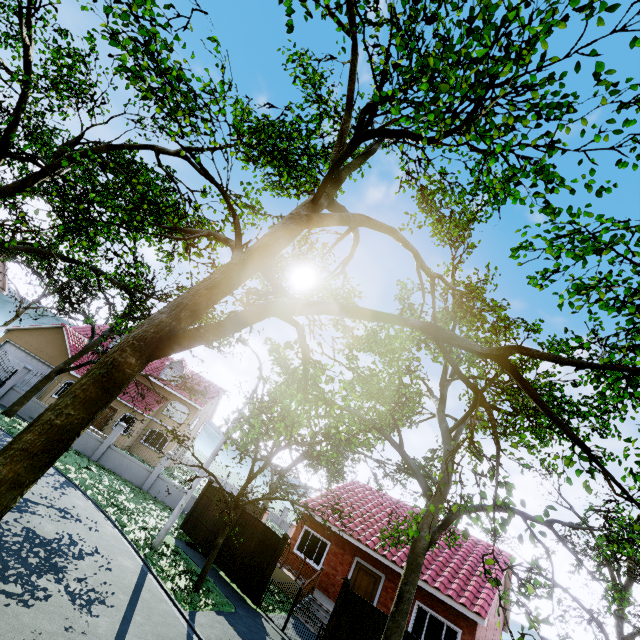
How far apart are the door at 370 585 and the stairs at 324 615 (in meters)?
1.93

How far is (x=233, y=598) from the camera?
12.3m

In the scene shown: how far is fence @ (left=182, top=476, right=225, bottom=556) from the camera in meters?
15.3

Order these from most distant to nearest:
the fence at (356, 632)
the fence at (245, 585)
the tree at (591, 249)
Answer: the fence at (245, 585)
the fence at (356, 632)
the tree at (591, 249)

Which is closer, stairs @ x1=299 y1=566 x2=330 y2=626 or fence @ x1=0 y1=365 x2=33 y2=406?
stairs @ x1=299 y1=566 x2=330 y2=626

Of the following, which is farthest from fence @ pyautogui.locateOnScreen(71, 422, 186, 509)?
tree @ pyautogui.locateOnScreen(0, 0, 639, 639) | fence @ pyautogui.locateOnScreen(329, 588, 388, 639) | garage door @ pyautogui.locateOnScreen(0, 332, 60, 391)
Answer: fence @ pyautogui.locateOnScreen(329, 588, 388, 639)

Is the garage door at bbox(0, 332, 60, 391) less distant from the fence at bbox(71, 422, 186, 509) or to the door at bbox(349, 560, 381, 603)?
the fence at bbox(71, 422, 186, 509)

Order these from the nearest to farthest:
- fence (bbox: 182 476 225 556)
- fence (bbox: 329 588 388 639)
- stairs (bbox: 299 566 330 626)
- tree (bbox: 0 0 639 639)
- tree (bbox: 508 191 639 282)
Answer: tree (bbox: 0 0 639 639)
tree (bbox: 508 191 639 282)
fence (bbox: 329 588 388 639)
stairs (bbox: 299 566 330 626)
fence (bbox: 182 476 225 556)
